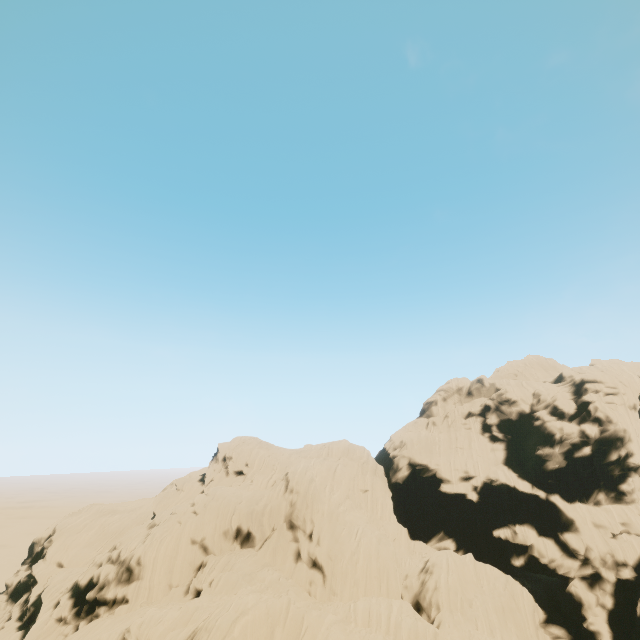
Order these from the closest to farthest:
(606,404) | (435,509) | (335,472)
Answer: (606,404) < (335,472) < (435,509)
